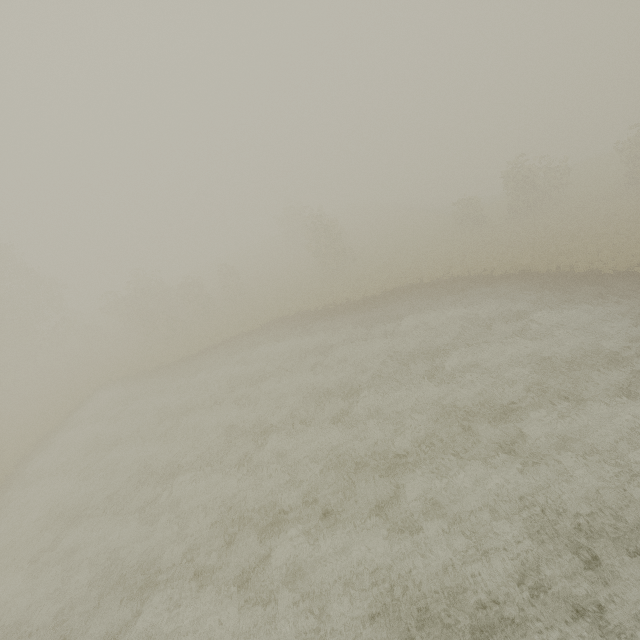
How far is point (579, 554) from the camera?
8.7m
